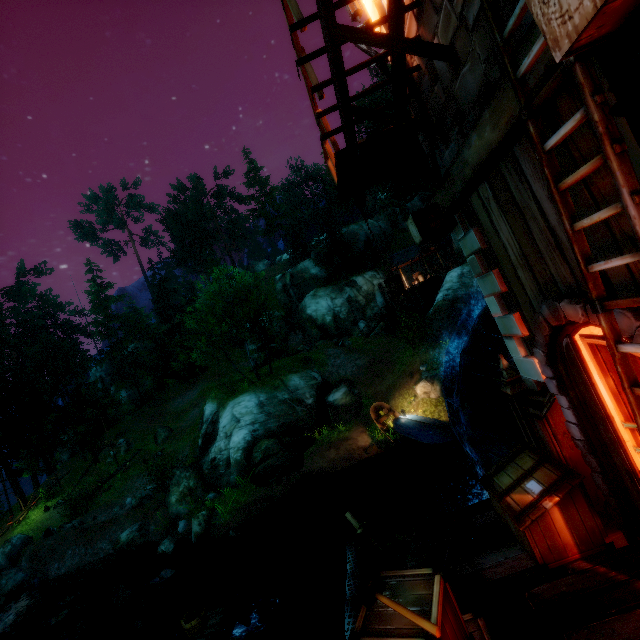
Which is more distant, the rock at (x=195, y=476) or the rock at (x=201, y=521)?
the rock at (x=195, y=476)

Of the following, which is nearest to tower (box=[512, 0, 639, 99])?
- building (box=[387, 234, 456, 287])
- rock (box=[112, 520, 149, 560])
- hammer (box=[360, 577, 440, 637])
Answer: hammer (box=[360, 577, 440, 637])

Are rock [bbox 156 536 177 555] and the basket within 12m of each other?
no

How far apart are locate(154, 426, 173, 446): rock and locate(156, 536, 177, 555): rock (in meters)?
15.51

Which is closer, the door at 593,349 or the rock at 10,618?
the door at 593,349

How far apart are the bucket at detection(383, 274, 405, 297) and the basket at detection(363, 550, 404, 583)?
4.8 meters

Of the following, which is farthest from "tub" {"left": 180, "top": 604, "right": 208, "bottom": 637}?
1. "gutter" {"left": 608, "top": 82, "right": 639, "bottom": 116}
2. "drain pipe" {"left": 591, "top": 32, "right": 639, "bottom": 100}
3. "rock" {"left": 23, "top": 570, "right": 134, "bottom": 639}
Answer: "gutter" {"left": 608, "top": 82, "right": 639, "bottom": 116}

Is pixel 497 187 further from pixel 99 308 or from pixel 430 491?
pixel 99 308
